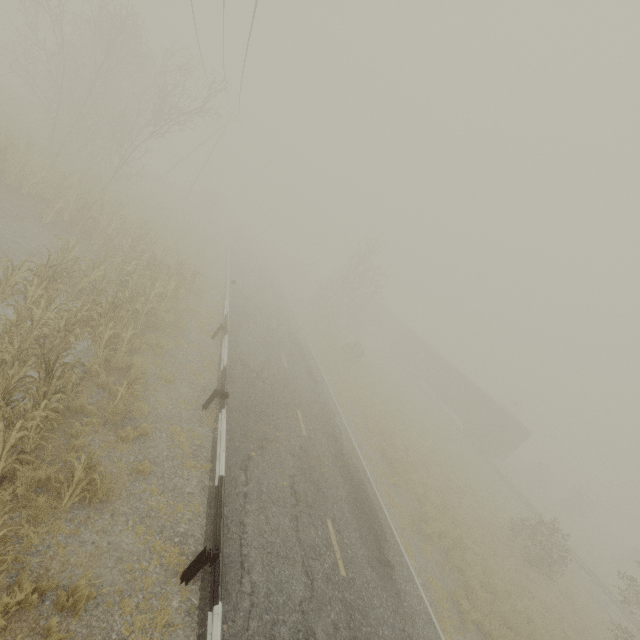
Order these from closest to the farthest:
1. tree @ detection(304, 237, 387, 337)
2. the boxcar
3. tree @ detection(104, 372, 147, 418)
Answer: tree @ detection(104, 372, 147, 418)
the boxcar
tree @ detection(304, 237, 387, 337)

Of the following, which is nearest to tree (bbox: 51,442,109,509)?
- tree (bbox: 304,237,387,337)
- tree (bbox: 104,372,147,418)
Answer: tree (bbox: 104,372,147,418)

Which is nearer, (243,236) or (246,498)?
(246,498)

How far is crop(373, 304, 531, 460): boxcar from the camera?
31.11m

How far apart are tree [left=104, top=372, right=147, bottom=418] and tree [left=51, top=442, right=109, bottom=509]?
2.0m

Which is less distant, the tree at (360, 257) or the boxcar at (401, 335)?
the boxcar at (401, 335)

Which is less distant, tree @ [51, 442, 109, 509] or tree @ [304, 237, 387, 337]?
tree @ [51, 442, 109, 509]

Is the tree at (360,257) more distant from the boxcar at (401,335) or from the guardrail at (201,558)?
the guardrail at (201,558)
